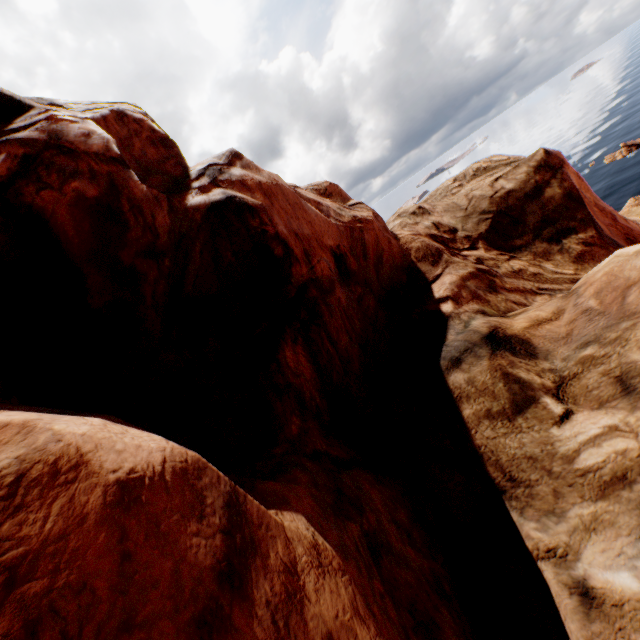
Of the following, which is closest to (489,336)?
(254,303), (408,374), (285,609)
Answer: (408,374)
